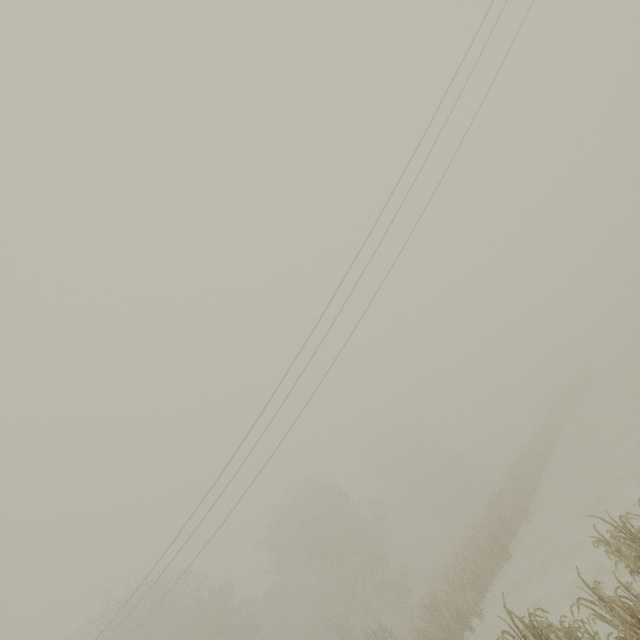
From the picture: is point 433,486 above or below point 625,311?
above

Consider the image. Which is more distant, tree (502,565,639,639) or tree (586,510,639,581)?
tree (586,510,639,581)

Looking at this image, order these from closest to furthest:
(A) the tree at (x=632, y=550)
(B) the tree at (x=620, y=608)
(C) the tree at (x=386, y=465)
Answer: (B) the tree at (x=620, y=608), (A) the tree at (x=632, y=550), (C) the tree at (x=386, y=465)

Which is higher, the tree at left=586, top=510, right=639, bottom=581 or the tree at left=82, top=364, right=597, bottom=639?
the tree at left=82, top=364, right=597, bottom=639

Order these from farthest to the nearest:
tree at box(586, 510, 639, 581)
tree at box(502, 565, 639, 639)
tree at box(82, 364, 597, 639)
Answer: tree at box(82, 364, 597, 639) < tree at box(586, 510, 639, 581) < tree at box(502, 565, 639, 639)

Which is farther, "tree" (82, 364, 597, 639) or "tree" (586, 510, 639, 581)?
"tree" (82, 364, 597, 639)

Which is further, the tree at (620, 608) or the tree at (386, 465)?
the tree at (386, 465)
